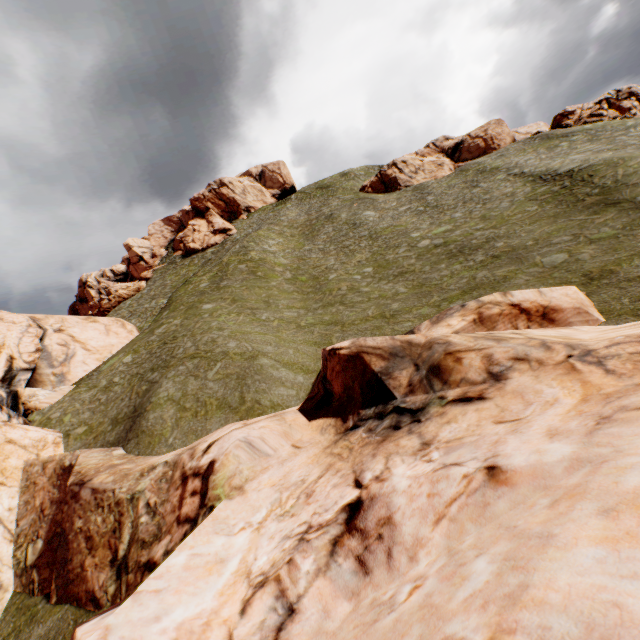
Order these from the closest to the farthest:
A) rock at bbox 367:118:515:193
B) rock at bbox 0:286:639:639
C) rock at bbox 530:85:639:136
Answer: rock at bbox 0:286:639:639, rock at bbox 530:85:639:136, rock at bbox 367:118:515:193

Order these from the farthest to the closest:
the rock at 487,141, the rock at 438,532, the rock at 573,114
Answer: the rock at 487,141
the rock at 573,114
the rock at 438,532

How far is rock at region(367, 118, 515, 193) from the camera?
50.4 meters

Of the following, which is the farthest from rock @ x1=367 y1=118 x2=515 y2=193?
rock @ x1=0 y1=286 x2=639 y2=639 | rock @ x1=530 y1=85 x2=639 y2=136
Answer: rock @ x1=0 y1=286 x2=639 y2=639

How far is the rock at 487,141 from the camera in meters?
50.4

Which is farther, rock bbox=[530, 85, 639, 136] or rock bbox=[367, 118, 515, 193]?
rock bbox=[367, 118, 515, 193]

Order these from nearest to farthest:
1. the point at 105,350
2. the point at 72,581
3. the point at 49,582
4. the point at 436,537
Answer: the point at 436,537
the point at 72,581
the point at 49,582
the point at 105,350

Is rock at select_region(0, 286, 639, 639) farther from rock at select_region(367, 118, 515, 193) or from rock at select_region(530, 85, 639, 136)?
rock at select_region(530, 85, 639, 136)
